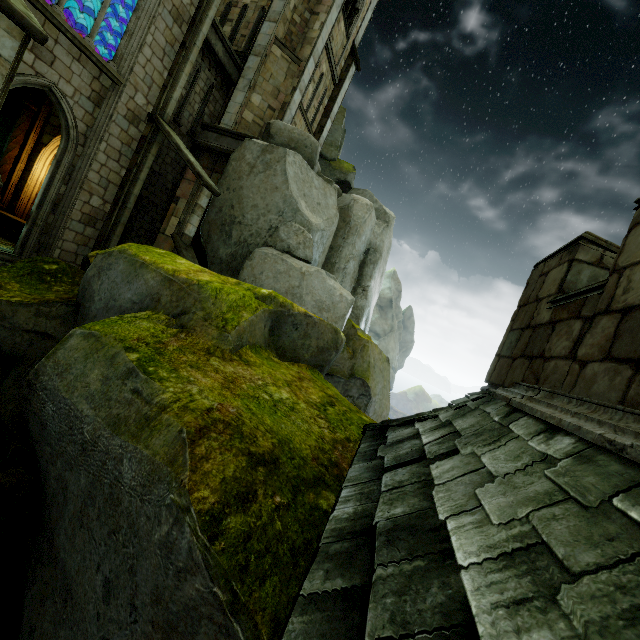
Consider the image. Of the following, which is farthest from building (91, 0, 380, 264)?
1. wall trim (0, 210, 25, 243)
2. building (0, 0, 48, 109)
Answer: wall trim (0, 210, 25, 243)

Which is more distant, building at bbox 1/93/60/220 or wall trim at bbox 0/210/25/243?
building at bbox 1/93/60/220

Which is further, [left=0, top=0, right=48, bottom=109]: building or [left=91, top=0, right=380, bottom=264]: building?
[left=91, top=0, right=380, bottom=264]: building

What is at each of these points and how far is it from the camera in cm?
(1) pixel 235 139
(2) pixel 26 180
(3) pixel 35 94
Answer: (1) wall trim, 1411
(2) building, 1346
(3) stone column, 1334

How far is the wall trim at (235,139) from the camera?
13.9 meters

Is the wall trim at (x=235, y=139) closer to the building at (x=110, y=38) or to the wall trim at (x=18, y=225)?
the building at (x=110, y=38)

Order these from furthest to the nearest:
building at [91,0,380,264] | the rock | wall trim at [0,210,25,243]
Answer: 1. wall trim at [0,210,25,243]
2. building at [91,0,380,264]
3. the rock

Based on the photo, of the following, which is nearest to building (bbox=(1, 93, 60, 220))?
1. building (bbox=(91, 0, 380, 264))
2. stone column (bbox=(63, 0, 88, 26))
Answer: stone column (bbox=(63, 0, 88, 26))
